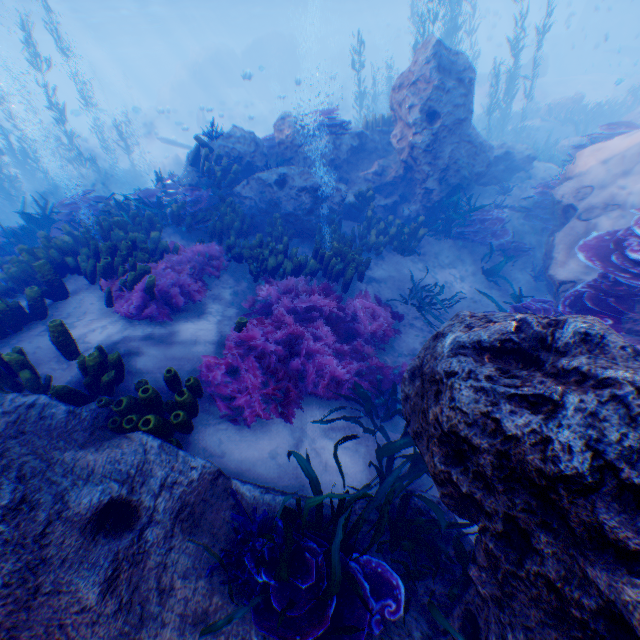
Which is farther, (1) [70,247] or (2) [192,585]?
(1) [70,247]

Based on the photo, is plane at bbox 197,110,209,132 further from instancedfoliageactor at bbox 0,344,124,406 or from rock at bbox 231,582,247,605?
instancedfoliageactor at bbox 0,344,124,406

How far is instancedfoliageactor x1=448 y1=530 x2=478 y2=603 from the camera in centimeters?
258cm

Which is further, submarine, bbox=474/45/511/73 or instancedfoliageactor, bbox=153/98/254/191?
submarine, bbox=474/45/511/73

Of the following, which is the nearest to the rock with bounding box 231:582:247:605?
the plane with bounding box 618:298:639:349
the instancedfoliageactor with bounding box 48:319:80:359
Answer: the plane with bounding box 618:298:639:349

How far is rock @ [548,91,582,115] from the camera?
19.1 meters

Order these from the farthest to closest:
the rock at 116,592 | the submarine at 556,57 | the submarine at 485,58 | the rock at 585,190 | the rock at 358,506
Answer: the submarine at 485,58
the submarine at 556,57
the rock at 585,190
the rock at 358,506
the rock at 116,592

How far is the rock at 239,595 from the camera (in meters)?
2.60
